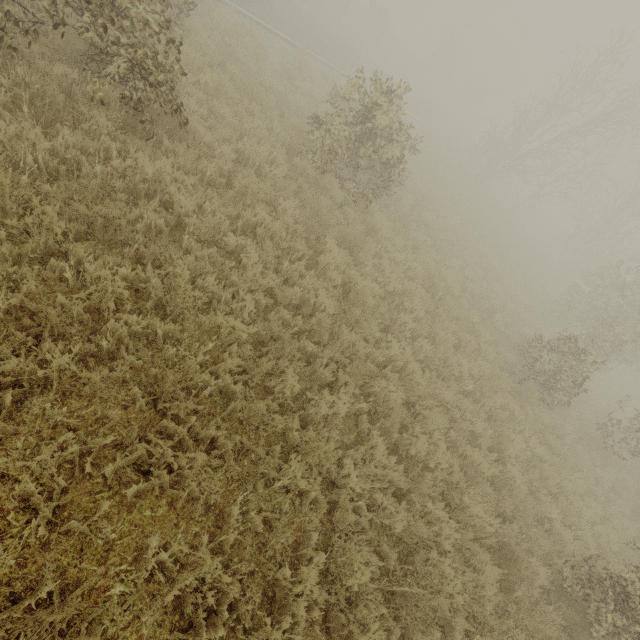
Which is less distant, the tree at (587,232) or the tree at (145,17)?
the tree at (145,17)

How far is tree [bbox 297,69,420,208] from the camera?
8.05m

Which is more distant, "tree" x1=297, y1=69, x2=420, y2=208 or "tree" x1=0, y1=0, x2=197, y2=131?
"tree" x1=297, y1=69, x2=420, y2=208

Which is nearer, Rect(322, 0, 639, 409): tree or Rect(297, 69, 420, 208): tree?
Rect(297, 69, 420, 208): tree

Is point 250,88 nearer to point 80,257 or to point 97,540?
point 80,257

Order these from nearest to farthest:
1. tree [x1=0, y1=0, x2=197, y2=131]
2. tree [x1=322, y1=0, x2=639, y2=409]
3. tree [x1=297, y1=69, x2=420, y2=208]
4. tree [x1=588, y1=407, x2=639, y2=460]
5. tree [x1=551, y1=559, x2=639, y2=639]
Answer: tree [x1=0, y1=0, x2=197, y2=131]
tree [x1=551, y1=559, x2=639, y2=639]
tree [x1=297, y1=69, x2=420, y2=208]
tree [x1=588, y1=407, x2=639, y2=460]
tree [x1=322, y1=0, x2=639, y2=409]

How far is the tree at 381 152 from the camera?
8.0 meters
